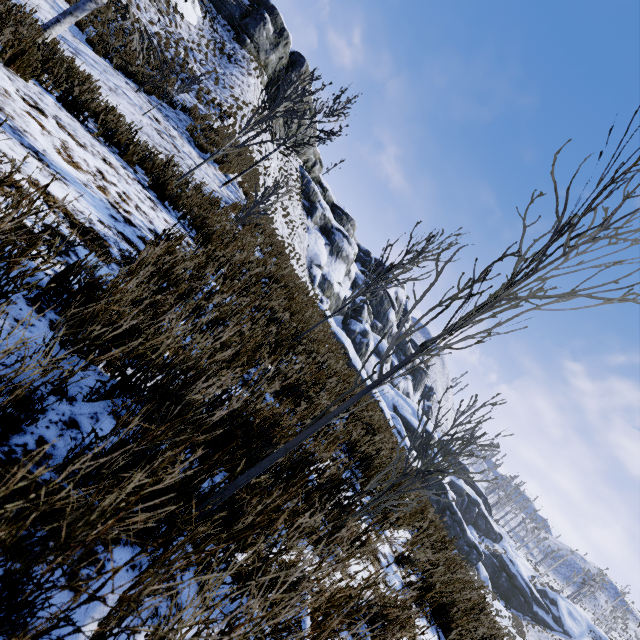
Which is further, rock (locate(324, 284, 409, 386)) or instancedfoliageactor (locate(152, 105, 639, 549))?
rock (locate(324, 284, 409, 386))

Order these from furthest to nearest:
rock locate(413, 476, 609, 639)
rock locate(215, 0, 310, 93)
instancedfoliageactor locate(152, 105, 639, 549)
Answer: rock locate(413, 476, 609, 639) < rock locate(215, 0, 310, 93) < instancedfoliageactor locate(152, 105, 639, 549)

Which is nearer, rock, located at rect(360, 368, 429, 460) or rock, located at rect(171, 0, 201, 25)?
rock, located at rect(360, 368, 429, 460)

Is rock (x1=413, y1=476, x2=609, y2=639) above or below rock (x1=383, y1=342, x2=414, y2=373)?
below

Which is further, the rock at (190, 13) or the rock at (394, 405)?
the rock at (190, 13)

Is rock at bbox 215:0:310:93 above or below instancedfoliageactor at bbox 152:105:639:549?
above

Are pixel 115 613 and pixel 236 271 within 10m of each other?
yes

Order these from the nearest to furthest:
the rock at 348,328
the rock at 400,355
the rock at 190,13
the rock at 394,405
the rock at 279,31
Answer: the rock at 394,405 < the rock at 348,328 < the rock at 190,13 < the rock at 279,31 < the rock at 400,355
